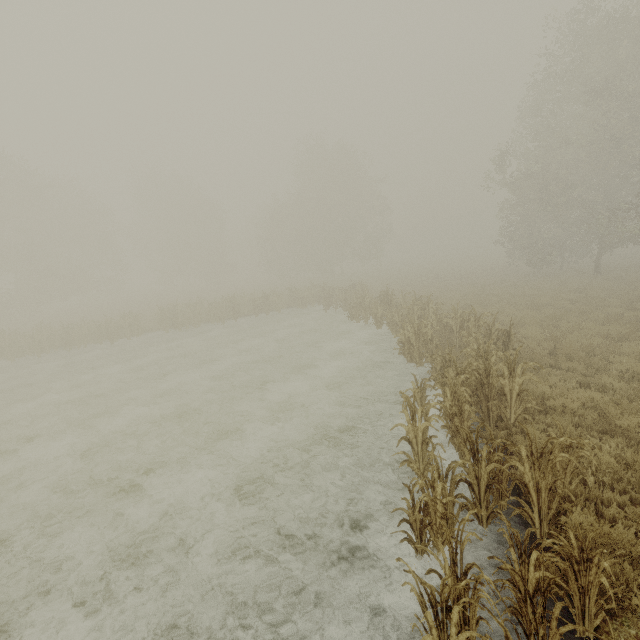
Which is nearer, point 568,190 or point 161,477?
point 161,477
